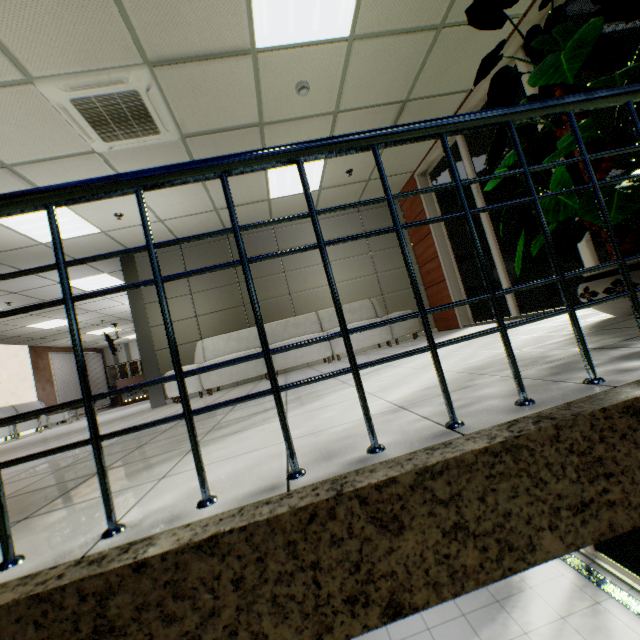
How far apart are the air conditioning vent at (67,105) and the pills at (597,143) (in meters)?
3.49

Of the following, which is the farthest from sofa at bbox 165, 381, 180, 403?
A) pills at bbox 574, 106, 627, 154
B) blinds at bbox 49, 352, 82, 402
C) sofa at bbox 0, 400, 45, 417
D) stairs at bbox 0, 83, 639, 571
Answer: blinds at bbox 49, 352, 82, 402

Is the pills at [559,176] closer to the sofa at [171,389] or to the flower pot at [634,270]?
the flower pot at [634,270]

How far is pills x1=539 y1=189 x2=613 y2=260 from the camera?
1.95m

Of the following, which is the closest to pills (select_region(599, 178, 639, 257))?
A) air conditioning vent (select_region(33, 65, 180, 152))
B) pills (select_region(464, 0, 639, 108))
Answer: pills (select_region(464, 0, 639, 108))

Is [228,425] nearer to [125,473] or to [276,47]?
[125,473]

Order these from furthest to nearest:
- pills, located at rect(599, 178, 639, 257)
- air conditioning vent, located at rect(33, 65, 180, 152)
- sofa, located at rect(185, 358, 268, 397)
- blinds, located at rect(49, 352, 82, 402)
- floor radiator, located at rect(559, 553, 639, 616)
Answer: blinds, located at rect(49, 352, 82, 402)
sofa, located at rect(185, 358, 268, 397)
floor radiator, located at rect(559, 553, 639, 616)
air conditioning vent, located at rect(33, 65, 180, 152)
pills, located at rect(599, 178, 639, 257)

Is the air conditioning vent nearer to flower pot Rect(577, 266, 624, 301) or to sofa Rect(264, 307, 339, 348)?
sofa Rect(264, 307, 339, 348)
